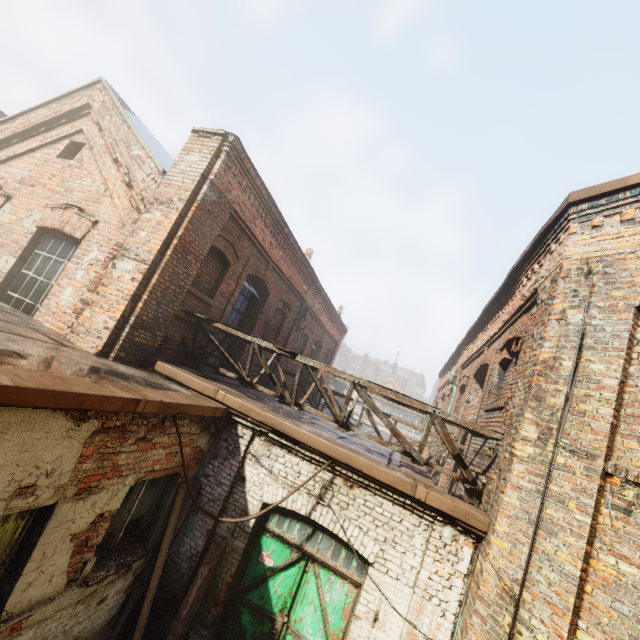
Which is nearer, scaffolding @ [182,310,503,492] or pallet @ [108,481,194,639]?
pallet @ [108,481,194,639]

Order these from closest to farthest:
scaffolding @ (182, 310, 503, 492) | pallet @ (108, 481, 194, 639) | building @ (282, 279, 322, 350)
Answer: pallet @ (108, 481, 194, 639) < scaffolding @ (182, 310, 503, 492) < building @ (282, 279, 322, 350)

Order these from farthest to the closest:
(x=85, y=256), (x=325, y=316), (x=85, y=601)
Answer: (x=325, y=316), (x=85, y=256), (x=85, y=601)

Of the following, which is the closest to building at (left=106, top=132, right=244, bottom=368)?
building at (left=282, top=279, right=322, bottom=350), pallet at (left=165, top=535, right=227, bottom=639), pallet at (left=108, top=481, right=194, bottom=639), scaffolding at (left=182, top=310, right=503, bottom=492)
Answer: scaffolding at (left=182, top=310, right=503, bottom=492)

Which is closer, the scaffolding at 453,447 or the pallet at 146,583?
the pallet at 146,583

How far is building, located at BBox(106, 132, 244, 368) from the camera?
5.6m

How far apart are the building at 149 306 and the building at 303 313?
5.6m

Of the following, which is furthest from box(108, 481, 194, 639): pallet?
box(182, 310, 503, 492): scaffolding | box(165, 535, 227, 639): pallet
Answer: box(182, 310, 503, 492): scaffolding
